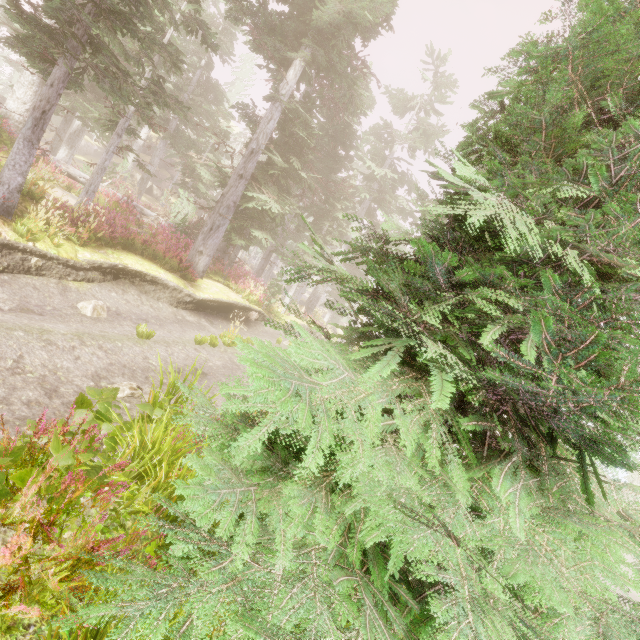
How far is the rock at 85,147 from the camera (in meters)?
39.34

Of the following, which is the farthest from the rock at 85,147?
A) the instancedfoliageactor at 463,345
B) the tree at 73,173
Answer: the tree at 73,173

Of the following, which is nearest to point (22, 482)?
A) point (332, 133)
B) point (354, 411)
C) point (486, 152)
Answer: point (354, 411)

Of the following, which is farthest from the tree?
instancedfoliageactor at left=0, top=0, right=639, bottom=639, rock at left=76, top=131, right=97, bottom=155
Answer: rock at left=76, top=131, right=97, bottom=155

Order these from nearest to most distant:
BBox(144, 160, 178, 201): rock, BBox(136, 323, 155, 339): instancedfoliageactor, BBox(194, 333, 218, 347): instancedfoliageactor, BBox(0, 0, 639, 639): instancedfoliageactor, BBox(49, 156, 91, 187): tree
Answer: BBox(0, 0, 639, 639): instancedfoliageactor, BBox(136, 323, 155, 339): instancedfoliageactor, BBox(194, 333, 218, 347): instancedfoliageactor, BBox(49, 156, 91, 187): tree, BBox(144, 160, 178, 201): rock

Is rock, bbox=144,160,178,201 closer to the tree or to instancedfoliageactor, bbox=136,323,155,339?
instancedfoliageactor, bbox=136,323,155,339

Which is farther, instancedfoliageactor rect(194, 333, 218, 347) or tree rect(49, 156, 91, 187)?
tree rect(49, 156, 91, 187)
